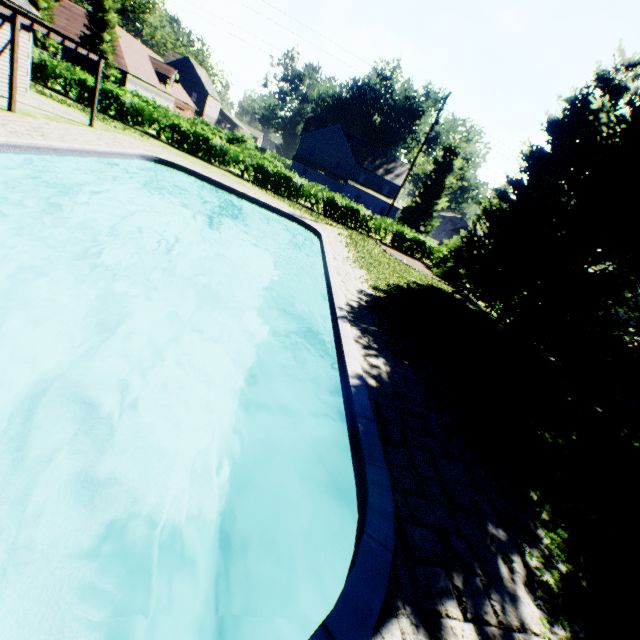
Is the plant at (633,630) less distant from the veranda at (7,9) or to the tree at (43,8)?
the tree at (43,8)

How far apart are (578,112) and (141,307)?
19.7 meters

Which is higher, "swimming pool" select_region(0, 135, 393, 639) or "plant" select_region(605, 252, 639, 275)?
"plant" select_region(605, 252, 639, 275)

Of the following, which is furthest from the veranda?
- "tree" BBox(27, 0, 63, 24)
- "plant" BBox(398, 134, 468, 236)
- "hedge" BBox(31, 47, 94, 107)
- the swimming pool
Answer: "tree" BBox(27, 0, 63, 24)

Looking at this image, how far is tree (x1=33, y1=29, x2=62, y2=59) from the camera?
34.4 meters

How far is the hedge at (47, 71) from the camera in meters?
21.8 m

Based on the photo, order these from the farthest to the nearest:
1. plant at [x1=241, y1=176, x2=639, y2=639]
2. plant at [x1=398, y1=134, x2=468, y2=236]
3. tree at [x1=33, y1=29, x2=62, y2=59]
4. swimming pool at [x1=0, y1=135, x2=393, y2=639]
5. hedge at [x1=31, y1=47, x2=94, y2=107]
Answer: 1. plant at [x1=398, y1=134, x2=468, y2=236]
2. tree at [x1=33, y1=29, x2=62, y2=59]
3. hedge at [x1=31, y1=47, x2=94, y2=107]
4. plant at [x1=241, y1=176, x2=639, y2=639]
5. swimming pool at [x1=0, y1=135, x2=393, y2=639]

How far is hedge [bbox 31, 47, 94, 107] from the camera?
21.8 meters
